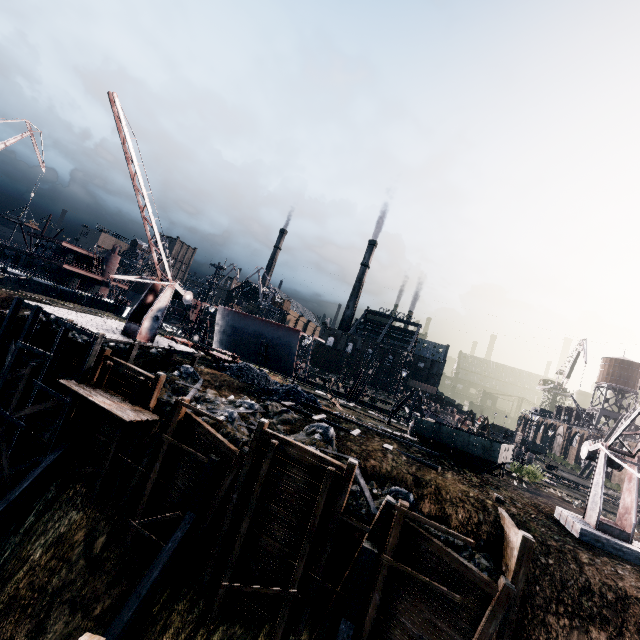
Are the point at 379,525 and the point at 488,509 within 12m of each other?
yes

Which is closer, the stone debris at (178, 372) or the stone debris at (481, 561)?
the stone debris at (481, 561)

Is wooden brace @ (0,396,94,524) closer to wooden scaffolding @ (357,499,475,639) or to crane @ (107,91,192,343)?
crane @ (107,91,192,343)

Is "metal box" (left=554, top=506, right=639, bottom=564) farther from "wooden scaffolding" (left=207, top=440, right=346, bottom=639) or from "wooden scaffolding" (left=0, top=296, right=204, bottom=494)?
"wooden scaffolding" (left=0, top=296, right=204, bottom=494)

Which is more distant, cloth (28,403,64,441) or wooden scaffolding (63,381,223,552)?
cloth (28,403,64,441)

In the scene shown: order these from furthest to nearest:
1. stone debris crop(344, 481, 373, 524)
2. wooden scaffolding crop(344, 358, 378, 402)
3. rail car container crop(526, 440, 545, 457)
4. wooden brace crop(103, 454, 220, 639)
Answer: rail car container crop(526, 440, 545, 457) < wooden scaffolding crop(344, 358, 378, 402) < stone debris crop(344, 481, 373, 524) < wooden brace crop(103, 454, 220, 639)

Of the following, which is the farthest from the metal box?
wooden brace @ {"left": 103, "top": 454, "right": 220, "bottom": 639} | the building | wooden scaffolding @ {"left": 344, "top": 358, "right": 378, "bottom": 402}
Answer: the building

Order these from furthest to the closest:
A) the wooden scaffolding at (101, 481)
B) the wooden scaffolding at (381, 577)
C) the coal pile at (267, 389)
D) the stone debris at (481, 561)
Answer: the coal pile at (267, 389) < the wooden scaffolding at (101, 481) < the stone debris at (481, 561) < the wooden scaffolding at (381, 577)
